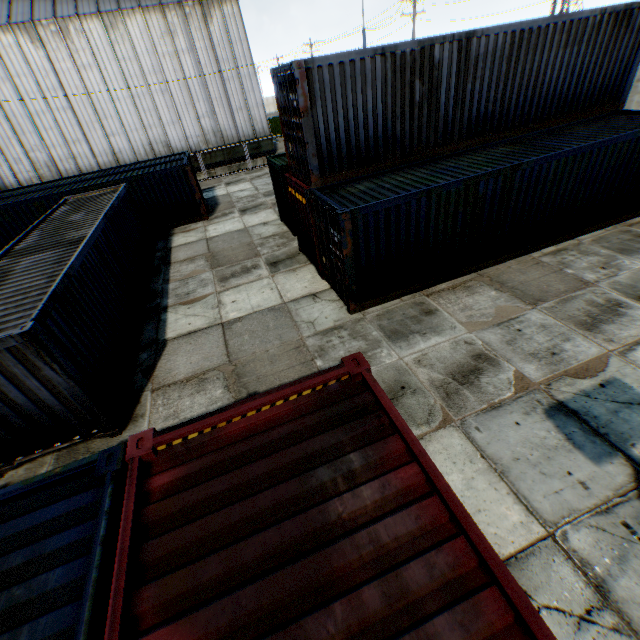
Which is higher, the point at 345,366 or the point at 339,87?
the point at 339,87

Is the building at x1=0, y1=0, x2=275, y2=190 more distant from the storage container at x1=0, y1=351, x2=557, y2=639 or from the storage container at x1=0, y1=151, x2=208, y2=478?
the storage container at x1=0, y1=351, x2=557, y2=639

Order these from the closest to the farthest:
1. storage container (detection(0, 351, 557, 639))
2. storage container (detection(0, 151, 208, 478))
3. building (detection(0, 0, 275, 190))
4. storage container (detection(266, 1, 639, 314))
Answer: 1. storage container (detection(0, 351, 557, 639))
2. storage container (detection(0, 151, 208, 478))
3. storage container (detection(266, 1, 639, 314))
4. building (detection(0, 0, 275, 190))

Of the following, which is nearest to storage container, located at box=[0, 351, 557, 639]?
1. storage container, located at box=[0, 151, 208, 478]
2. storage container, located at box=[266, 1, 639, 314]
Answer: storage container, located at box=[0, 151, 208, 478]

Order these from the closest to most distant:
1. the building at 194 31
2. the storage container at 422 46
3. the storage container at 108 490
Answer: the storage container at 108 490, the storage container at 422 46, the building at 194 31

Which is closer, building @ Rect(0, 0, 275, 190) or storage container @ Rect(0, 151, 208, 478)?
storage container @ Rect(0, 151, 208, 478)

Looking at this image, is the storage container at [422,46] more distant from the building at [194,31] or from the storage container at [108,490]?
the building at [194,31]

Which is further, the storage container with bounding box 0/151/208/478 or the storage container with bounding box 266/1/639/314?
the storage container with bounding box 266/1/639/314
